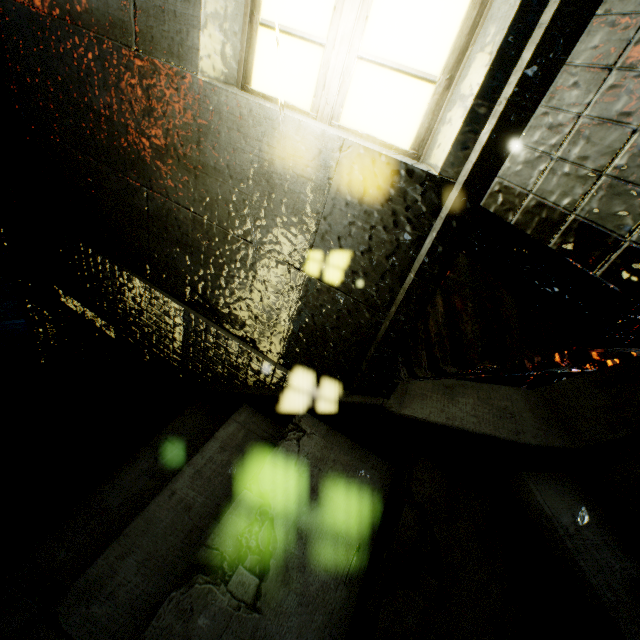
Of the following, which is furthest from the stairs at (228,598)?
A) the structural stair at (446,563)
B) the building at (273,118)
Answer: the building at (273,118)

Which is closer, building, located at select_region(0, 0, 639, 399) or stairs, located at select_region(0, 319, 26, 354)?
building, located at select_region(0, 0, 639, 399)

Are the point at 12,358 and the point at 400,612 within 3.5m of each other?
no

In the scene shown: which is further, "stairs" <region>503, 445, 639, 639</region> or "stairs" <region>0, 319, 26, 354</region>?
"stairs" <region>0, 319, 26, 354</region>

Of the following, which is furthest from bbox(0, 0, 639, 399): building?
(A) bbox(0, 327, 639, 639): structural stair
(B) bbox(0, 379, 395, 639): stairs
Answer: (B) bbox(0, 379, 395, 639): stairs

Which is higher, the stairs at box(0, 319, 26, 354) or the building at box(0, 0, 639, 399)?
the building at box(0, 0, 639, 399)

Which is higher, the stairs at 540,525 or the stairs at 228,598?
the stairs at 540,525

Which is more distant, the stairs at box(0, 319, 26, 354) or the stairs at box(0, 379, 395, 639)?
the stairs at box(0, 319, 26, 354)
